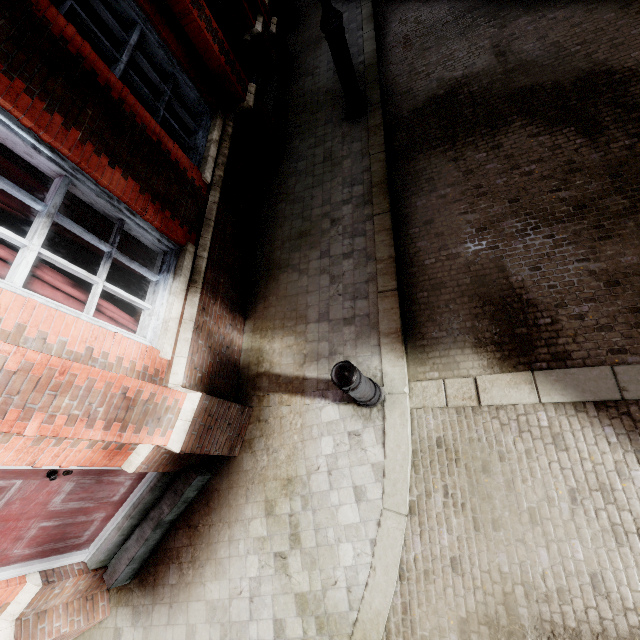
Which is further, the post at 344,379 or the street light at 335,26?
the street light at 335,26

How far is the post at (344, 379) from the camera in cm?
271

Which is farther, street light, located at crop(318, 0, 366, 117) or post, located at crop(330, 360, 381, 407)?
street light, located at crop(318, 0, 366, 117)

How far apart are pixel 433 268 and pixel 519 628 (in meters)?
3.40

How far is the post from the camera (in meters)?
2.71
